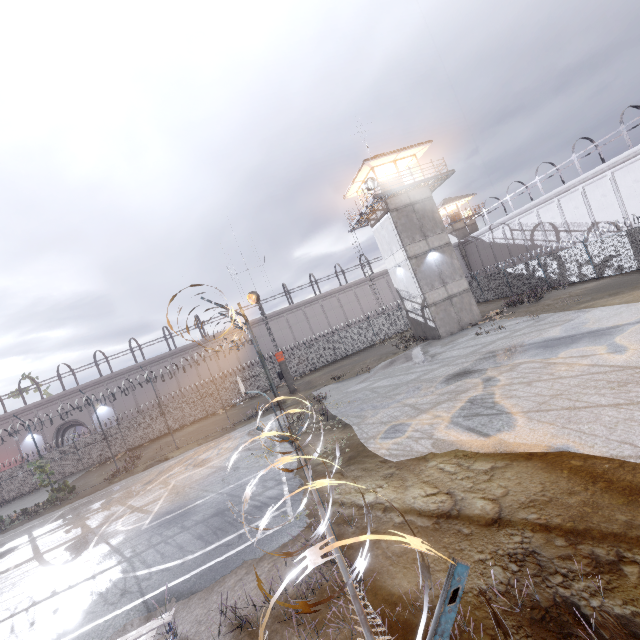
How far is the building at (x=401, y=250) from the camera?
25.06m

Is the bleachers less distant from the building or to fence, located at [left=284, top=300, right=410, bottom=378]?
fence, located at [left=284, top=300, right=410, bottom=378]

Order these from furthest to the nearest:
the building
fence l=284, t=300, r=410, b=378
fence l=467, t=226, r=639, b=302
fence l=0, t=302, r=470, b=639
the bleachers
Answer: fence l=284, t=300, r=410, b=378, the building, fence l=467, t=226, r=639, b=302, the bleachers, fence l=0, t=302, r=470, b=639

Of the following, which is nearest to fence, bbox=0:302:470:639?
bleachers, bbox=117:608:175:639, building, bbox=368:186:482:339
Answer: bleachers, bbox=117:608:175:639

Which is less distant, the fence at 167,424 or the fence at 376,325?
the fence at 167,424

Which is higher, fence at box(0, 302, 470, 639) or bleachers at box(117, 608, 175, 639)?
fence at box(0, 302, 470, 639)

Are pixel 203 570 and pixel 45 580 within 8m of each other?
yes
